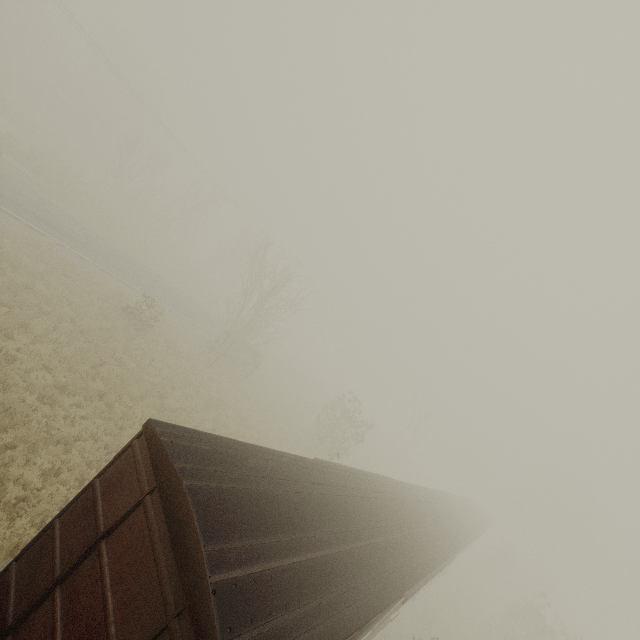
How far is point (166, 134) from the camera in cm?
3300
